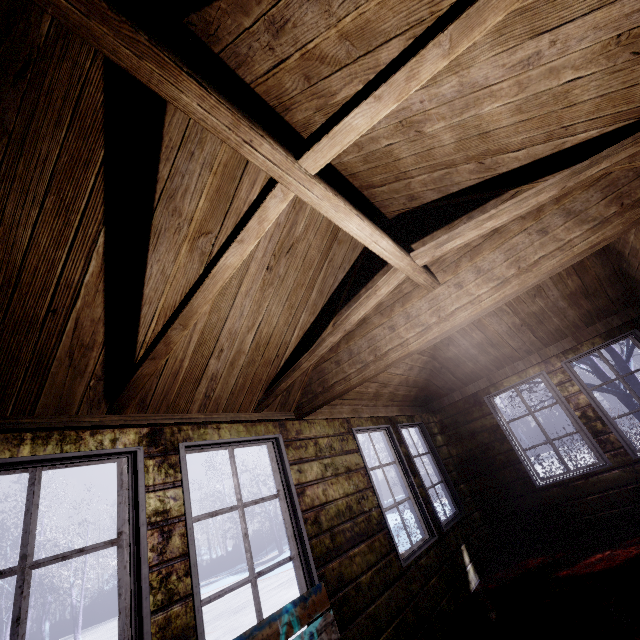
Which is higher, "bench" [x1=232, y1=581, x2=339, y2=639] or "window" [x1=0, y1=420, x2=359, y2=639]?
"window" [x1=0, y1=420, x2=359, y2=639]

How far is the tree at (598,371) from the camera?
6.6m

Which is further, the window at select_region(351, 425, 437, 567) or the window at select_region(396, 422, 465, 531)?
the window at select_region(396, 422, 465, 531)

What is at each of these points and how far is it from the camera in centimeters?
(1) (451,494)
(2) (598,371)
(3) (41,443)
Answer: (1) window, 451cm
(2) tree, 674cm
(3) window, 154cm

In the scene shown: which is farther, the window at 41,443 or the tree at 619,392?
the tree at 619,392

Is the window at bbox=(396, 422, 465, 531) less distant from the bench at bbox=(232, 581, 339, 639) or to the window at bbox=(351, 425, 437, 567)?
the window at bbox=(351, 425, 437, 567)

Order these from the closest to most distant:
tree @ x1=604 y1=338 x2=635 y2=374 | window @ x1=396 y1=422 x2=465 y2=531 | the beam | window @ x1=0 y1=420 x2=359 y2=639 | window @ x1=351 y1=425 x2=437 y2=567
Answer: the beam
window @ x1=0 y1=420 x2=359 y2=639
window @ x1=351 y1=425 x2=437 y2=567
window @ x1=396 y1=422 x2=465 y2=531
tree @ x1=604 y1=338 x2=635 y2=374

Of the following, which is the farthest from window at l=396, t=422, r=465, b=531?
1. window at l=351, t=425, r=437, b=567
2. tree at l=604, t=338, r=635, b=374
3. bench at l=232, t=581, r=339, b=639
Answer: bench at l=232, t=581, r=339, b=639
